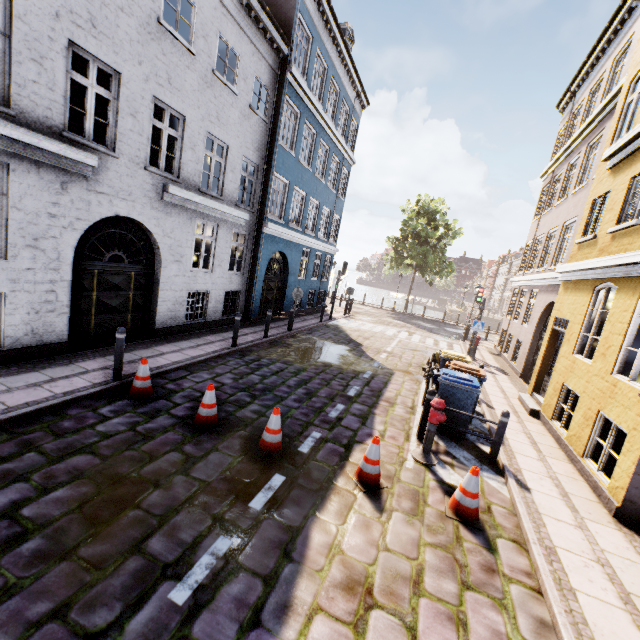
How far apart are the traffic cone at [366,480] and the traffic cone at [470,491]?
0.87m

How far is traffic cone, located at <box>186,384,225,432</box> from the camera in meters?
5.7 m

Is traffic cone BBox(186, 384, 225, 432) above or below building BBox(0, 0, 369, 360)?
below

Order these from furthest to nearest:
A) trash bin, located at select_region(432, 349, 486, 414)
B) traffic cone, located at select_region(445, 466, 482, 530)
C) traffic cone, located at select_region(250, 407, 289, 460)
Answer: trash bin, located at select_region(432, 349, 486, 414)
traffic cone, located at select_region(250, 407, 289, 460)
traffic cone, located at select_region(445, 466, 482, 530)

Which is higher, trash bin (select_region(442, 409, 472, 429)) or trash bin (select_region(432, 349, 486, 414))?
trash bin (select_region(432, 349, 486, 414))

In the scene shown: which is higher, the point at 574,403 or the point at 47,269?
the point at 47,269

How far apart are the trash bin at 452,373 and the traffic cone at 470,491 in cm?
219

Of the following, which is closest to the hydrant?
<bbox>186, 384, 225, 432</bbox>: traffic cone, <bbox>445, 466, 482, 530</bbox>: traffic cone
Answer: <bbox>445, 466, 482, 530</bbox>: traffic cone
